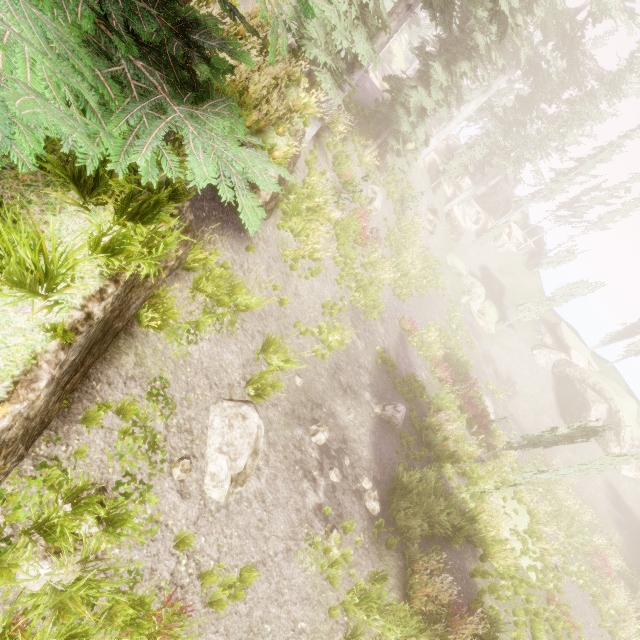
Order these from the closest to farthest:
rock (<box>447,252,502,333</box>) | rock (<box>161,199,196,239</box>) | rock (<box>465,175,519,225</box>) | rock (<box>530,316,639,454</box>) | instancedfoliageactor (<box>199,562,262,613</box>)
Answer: rock (<box>161,199,196,239</box>) < instancedfoliageactor (<box>199,562,262,613</box>) < rock (<box>530,316,639,454</box>) < rock (<box>447,252,502,333</box>) < rock (<box>465,175,519,225</box>)

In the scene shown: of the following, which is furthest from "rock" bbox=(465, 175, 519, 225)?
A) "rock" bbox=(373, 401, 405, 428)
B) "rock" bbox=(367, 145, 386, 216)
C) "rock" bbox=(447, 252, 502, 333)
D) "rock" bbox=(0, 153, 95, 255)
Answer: "rock" bbox=(0, 153, 95, 255)

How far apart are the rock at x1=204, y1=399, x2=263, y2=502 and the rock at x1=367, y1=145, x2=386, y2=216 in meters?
17.7

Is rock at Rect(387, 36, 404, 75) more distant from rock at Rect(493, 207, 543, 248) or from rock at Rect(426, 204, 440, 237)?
rock at Rect(426, 204, 440, 237)

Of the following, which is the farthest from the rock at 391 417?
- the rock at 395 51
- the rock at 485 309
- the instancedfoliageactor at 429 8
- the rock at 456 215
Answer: the rock at 395 51

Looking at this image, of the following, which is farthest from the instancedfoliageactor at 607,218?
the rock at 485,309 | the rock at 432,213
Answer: the rock at 432,213

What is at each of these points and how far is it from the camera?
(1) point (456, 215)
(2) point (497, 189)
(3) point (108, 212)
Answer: (1) rock, 38.1 meters
(2) rock, 48.1 meters
(3) rock, 3.5 meters

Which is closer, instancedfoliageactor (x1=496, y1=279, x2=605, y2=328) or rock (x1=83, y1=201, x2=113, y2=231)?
rock (x1=83, y1=201, x2=113, y2=231)
